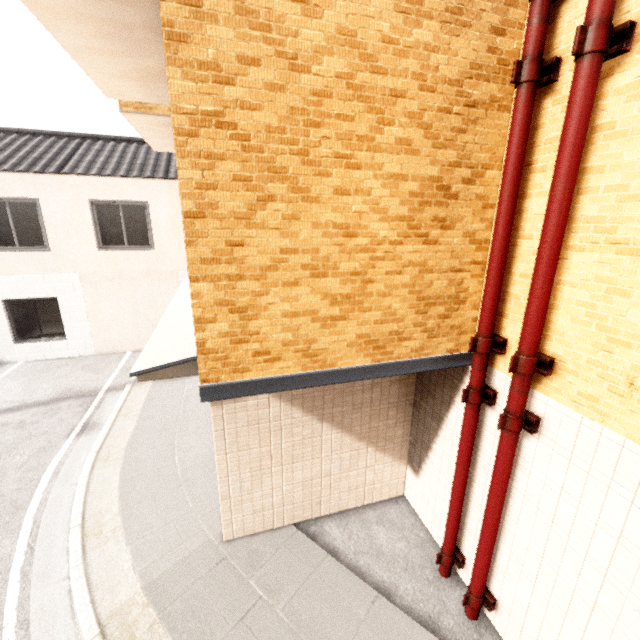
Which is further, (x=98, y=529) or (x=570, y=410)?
(x=98, y=529)

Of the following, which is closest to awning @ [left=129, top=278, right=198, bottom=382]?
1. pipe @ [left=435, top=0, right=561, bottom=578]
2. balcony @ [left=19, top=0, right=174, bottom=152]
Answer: pipe @ [left=435, top=0, right=561, bottom=578]

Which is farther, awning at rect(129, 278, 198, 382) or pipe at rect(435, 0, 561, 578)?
awning at rect(129, 278, 198, 382)

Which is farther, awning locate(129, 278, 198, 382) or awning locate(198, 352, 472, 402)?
awning locate(129, 278, 198, 382)

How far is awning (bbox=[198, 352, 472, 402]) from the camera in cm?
296

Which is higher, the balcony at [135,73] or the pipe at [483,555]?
the balcony at [135,73]

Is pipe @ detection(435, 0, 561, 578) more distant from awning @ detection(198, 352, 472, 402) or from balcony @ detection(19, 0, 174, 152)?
balcony @ detection(19, 0, 174, 152)

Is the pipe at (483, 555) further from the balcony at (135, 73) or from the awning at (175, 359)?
the balcony at (135, 73)
